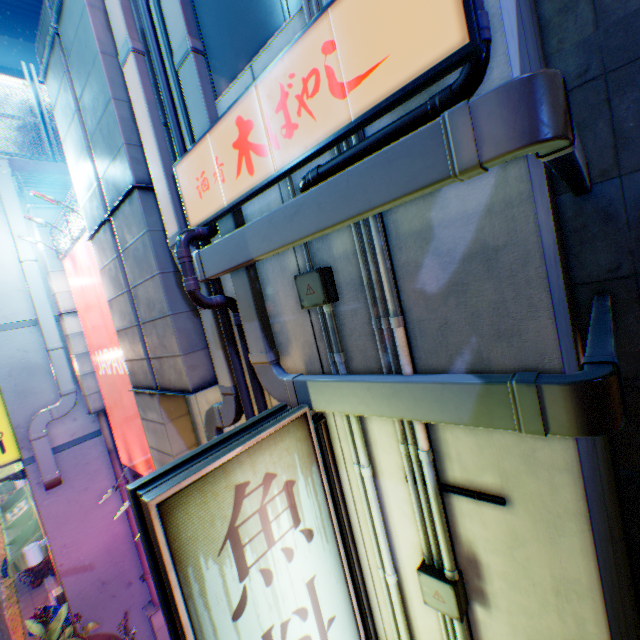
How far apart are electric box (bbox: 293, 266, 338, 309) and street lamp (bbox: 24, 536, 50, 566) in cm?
964

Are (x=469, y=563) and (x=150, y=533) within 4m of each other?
yes

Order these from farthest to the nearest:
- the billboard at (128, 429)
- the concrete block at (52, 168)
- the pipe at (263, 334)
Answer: the concrete block at (52, 168)
the billboard at (128, 429)
the pipe at (263, 334)

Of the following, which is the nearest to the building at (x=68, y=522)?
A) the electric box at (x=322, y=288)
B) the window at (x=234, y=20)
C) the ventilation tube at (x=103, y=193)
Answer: the ventilation tube at (x=103, y=193)

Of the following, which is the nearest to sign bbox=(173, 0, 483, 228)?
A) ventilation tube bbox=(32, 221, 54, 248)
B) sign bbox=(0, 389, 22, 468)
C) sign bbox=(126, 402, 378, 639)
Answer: sign bbox=(126, 402, 378, 639)

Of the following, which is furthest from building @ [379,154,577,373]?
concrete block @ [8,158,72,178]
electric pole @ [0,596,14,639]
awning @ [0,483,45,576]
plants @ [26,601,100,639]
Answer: awning @ [0,483,45,576]

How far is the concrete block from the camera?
7.90m

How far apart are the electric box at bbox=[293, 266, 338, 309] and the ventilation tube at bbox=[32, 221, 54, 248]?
7.4m
